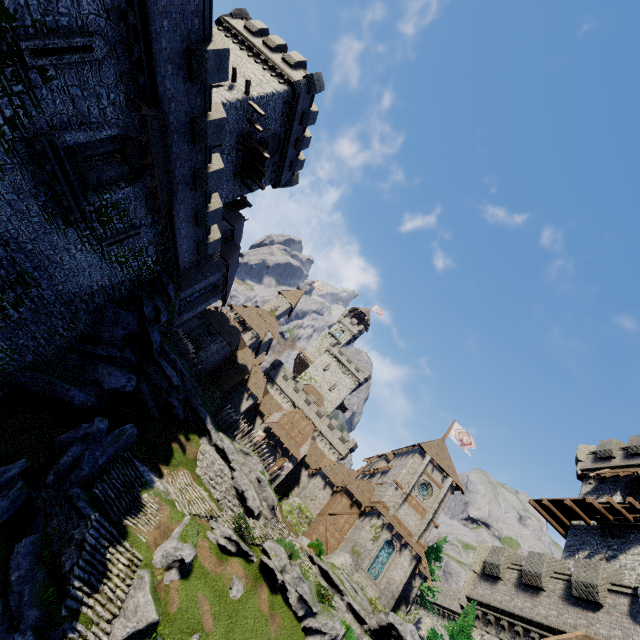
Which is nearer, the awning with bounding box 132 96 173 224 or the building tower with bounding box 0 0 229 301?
the building tower with bounding box 0 0 229 301

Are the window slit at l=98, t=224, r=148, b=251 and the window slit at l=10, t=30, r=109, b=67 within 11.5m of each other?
yes

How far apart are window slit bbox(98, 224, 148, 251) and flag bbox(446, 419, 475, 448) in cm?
4204

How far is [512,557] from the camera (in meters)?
20.28

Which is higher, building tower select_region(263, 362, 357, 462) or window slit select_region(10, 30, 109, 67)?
building tower select_region(263, 362, 357, 462)

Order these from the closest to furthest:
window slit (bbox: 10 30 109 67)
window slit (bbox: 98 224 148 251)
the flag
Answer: window slit (bbox: 10 30 109 67)
window slit (bbox: 98 224 148 251)
the flag

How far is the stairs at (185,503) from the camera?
22.70m

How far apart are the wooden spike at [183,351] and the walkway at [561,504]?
33.73m
